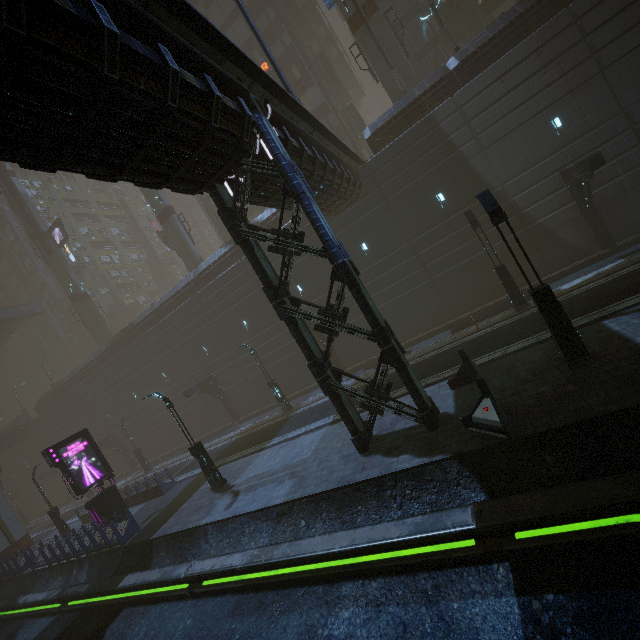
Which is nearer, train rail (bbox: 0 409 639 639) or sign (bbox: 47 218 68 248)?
train rail (bbox: 0 409 639 639)

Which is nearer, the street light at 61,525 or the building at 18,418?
the street light at 61,525

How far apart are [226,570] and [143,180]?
11.5 meters

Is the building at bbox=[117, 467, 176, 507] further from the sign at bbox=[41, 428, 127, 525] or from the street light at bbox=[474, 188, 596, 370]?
the street light at bbox=[474, 188, 596, 370]

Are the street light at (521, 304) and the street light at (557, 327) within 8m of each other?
yes

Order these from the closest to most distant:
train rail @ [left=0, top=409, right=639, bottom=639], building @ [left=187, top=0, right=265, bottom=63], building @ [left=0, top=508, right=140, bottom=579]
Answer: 1. train rail @ [left=0, top=409, right=639, bottom=639]
2. building @ [left=0, top=508, right=140, bottom=579]
3. building @ [left=187, top=0, right=265, bottom=63]

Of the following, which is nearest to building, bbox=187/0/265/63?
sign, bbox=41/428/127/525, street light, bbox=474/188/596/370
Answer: sign, bbox=41/428/127/525

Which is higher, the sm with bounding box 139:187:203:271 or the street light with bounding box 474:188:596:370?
Result: the sm with bounding box 139:187:203:271
